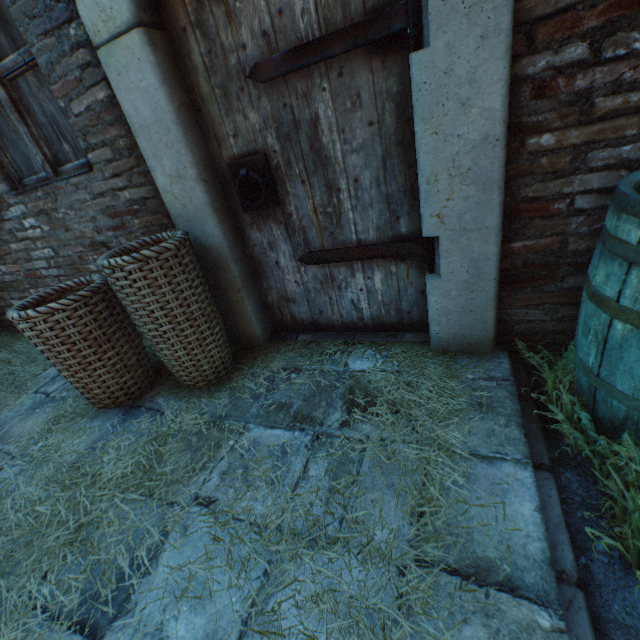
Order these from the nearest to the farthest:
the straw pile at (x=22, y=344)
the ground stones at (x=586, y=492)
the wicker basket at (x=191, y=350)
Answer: the ground stones at (x=586, y=492)
the wicker basket at (x=191, y=350)
the straw pile at (x=22, y=344)

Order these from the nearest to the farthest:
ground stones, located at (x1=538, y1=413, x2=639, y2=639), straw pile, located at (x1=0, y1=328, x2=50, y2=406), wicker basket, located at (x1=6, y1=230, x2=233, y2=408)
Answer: ground stones, located at (x1=538, y1=413, x2=639, y2=639) < wicker basket, located at (x1=6, y1=230, x2=233, y2=408) < straw pile, located at (x1=0, y1=328, x2=50, y2=406)

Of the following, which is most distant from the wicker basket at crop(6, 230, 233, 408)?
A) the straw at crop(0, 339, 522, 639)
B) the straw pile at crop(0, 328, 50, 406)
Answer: the straw pile at crop(0, 328, 50, 406)

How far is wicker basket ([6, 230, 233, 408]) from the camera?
1.70m

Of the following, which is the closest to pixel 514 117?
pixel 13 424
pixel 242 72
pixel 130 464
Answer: pixel 242 72

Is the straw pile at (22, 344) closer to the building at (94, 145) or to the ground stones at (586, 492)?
the building at (94, 145)

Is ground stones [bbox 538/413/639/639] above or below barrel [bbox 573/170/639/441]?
below

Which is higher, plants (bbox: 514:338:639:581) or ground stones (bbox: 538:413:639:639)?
plants (bbox: 514:338:639:581)
